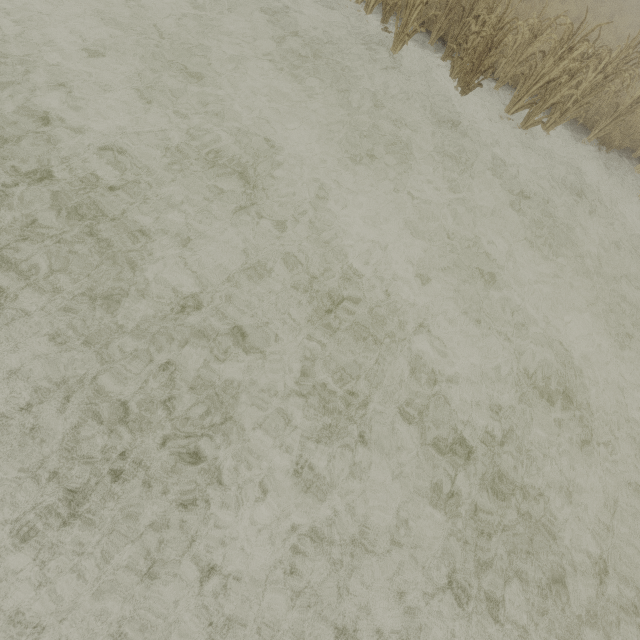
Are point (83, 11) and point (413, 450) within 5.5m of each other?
no
